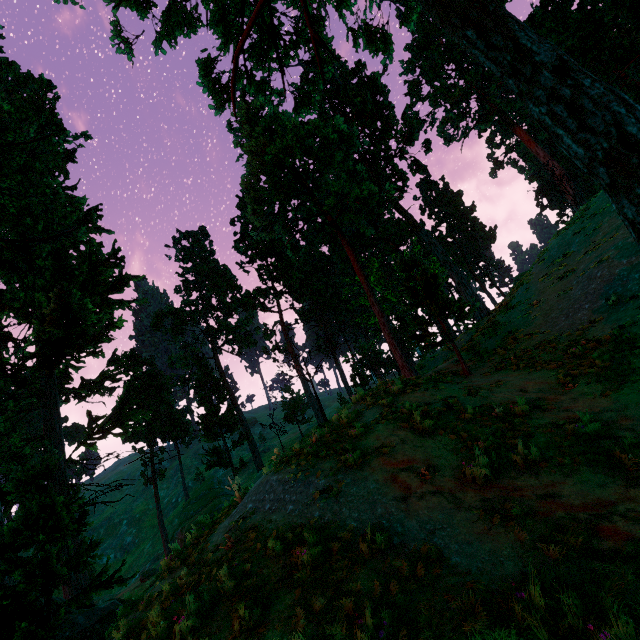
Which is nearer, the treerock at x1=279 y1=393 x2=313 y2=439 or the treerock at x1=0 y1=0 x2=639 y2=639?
the treerock at x1=0 y1=0 x2=639 y2=639

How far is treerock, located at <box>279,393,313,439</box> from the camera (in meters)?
47.22

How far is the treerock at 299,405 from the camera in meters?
47.2

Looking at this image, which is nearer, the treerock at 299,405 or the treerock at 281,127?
the treerock at 281,127

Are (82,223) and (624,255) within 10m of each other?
no
